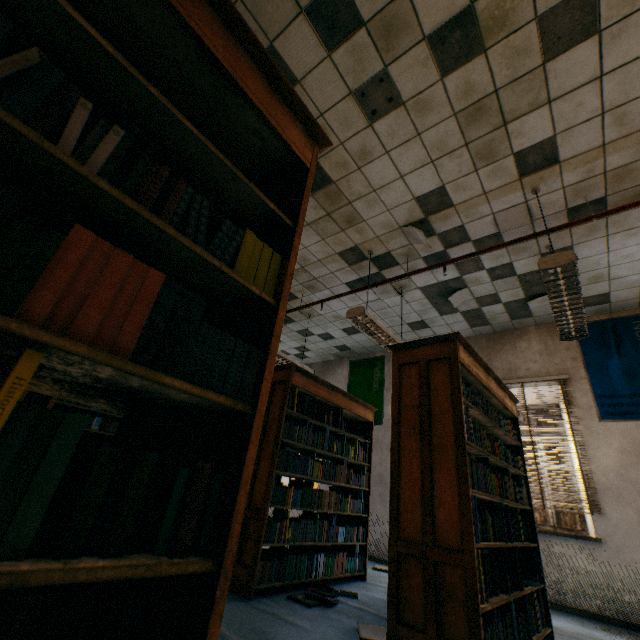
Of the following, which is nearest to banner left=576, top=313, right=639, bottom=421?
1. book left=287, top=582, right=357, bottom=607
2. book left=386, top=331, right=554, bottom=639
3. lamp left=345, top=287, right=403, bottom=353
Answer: book left=386, top=331, right=554, bottom=639

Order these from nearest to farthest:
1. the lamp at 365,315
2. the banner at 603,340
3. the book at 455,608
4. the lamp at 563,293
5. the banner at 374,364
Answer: the book at 455,608 < the lamp at 563,293 < the lamp at 365,315 < the banner at 603,340 < the banner at 374,364

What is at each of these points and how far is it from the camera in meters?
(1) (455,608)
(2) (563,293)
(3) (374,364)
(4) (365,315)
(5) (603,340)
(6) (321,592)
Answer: (1) book, 1.9 m
(2) lamp, 3.0 m
(3) banner, 7.5 m
(4) lamp, 4.0 m
(5) banner, 5.0 m
(6) book, 3.1 m

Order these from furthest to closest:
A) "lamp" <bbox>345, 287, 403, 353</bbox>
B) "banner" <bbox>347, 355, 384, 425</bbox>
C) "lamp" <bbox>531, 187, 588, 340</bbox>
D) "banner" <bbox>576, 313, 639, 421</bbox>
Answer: "banner" <bbox>347, 355, 384, 425</bbox>
"banner" <bbox>576, 313, 639, 421</bbox>
"lamp" <bbox>345, 287, 403, 353</bbox>
"lamp" <bbox>531, 187, 588, 340</bbox>

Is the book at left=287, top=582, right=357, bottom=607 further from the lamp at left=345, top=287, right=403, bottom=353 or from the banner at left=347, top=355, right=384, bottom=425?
the banner at left=347, top=355, right=384, bottom=425

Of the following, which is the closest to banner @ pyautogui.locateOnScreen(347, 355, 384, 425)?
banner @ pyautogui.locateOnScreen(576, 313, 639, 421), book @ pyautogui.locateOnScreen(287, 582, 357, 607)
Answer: book @ pyautogui.locateOnScreen(287, 582, 357, 607)

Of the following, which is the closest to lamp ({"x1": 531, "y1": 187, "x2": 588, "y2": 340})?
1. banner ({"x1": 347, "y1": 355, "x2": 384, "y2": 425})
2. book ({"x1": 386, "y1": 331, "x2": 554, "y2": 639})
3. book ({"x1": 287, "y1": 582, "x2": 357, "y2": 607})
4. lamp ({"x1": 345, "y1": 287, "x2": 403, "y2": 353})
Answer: book ({"x1": 386, "y1": 331, "x2": 554, "y2": 639})

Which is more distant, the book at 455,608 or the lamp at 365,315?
the lamp at 365,315
